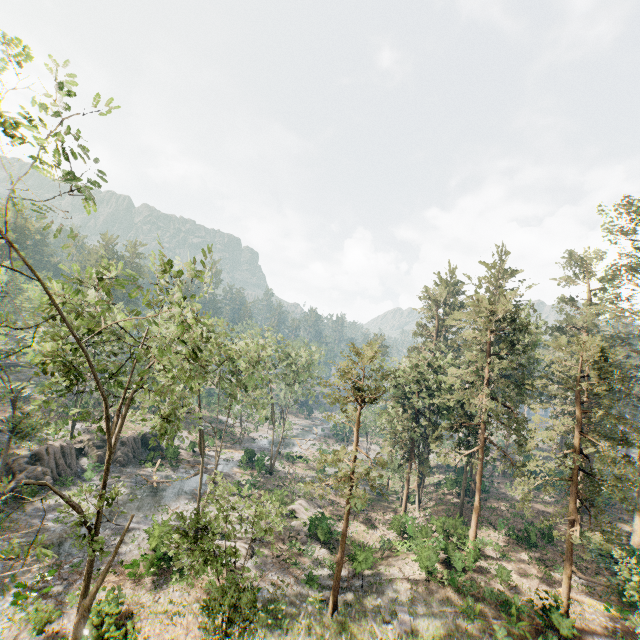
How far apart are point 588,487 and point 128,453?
46.3m

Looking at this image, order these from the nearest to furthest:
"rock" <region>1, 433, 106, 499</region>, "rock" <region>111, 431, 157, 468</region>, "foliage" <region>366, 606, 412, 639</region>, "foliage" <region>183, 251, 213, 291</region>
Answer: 1. "foliage" <region>183, 251, 213, 291</region>
2. "foliage" <region>366, 606, 412, 639</region>
3. "rock" <region>1, 433, 106, 499</region>
4. "rock" <region>111, 431, 157, 468</region>

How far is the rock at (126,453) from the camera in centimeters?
3822cm

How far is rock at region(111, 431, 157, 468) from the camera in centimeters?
3822cm

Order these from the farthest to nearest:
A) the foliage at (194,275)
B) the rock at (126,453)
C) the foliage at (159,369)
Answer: A: the rock at (126,453) < the foliage at (159,369) < the foliage at (194,275)

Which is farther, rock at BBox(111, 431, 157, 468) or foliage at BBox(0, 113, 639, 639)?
rock at BBox(111, 431, 157, 468)
